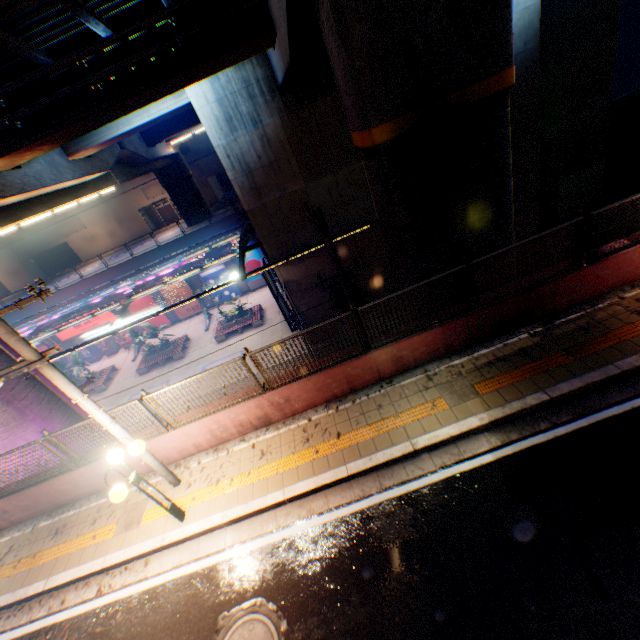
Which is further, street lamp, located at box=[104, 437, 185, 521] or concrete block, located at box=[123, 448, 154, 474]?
concrete block, located at box=[123, 448, 154, 474]

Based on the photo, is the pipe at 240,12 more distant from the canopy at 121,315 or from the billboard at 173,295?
the billboard at 173,295

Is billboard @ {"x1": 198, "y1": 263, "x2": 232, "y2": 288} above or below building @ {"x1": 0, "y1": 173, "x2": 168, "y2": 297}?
below

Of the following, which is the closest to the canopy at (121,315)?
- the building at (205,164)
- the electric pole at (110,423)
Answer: the electric pole at (110,423)

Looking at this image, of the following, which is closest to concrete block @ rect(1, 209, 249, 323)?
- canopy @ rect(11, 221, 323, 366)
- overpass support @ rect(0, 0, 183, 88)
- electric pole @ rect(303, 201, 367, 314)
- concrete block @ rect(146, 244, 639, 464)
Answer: canopy @ rect(11, 221, 323, 366)

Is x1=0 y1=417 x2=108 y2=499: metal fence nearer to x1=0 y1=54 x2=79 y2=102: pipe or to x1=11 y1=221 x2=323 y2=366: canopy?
x1=11 y1=221 x2=323 y2=366: canopy

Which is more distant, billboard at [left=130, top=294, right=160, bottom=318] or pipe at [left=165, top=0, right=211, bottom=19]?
billboard at [left=130, top=294, right=160, bottom=318]

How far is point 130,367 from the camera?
27.58m
